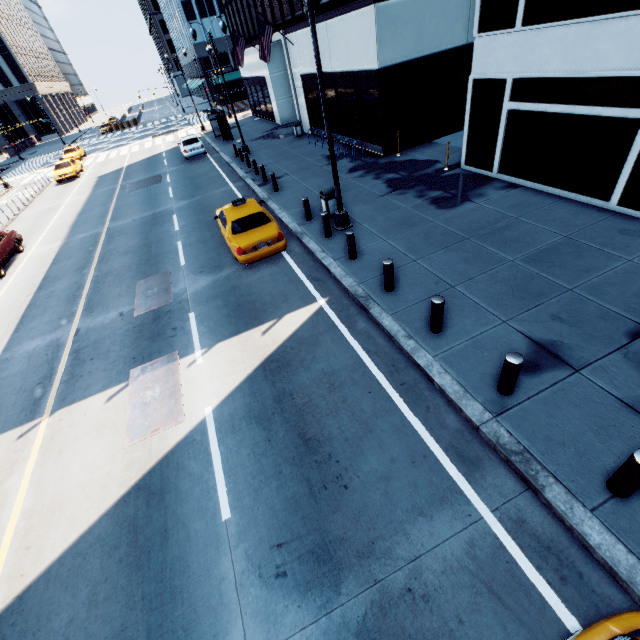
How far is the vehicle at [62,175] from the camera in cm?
2945

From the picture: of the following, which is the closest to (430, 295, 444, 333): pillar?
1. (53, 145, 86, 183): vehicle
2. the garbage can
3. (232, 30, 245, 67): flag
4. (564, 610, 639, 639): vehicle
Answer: (564, 610, 639, 639): vehicle

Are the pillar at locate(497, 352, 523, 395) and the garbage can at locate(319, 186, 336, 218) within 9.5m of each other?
yes

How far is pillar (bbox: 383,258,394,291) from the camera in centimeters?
800cm

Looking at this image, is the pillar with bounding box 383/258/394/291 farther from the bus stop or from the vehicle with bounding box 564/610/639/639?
the bus stop

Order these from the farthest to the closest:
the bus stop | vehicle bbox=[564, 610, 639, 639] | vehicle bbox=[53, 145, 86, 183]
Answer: vehicle bbox=[53, 145, 86, 183] < the bus stop < vehicle bbox=[564, 610, 639, 639]

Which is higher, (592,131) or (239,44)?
(239,44)

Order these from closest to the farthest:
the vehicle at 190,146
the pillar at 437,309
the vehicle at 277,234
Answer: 1. the pillar at 437,309
2. the vehicle at 277,234
3. the vehicle at 190,146
